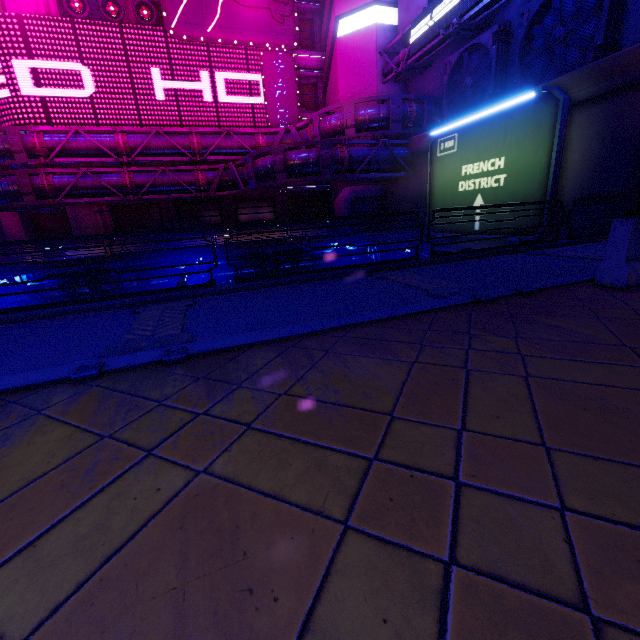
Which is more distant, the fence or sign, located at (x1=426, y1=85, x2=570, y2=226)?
sign, located at (x1=426, y1=85, x2=570, y2=226)

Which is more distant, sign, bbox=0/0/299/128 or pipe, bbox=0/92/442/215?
sign, bbox=0/0/299/128

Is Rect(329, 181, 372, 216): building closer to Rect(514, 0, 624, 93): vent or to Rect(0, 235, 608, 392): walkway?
Rect(514, 0, 624, 93): vent

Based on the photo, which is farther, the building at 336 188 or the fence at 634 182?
the building at 336 188

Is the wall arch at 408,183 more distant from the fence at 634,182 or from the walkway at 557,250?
the fence at 634,182

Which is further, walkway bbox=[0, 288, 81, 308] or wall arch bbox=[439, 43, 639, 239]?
walkway bbox=[0, 288, 81, 308]

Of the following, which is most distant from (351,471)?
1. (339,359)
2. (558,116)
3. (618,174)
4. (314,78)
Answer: (314,78)

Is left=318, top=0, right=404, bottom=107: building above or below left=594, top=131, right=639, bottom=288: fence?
above
